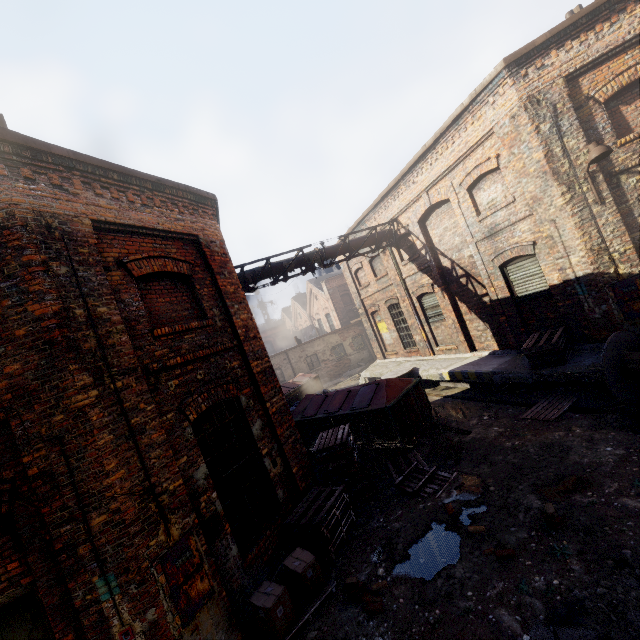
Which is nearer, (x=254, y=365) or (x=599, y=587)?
(x=599, y=587)

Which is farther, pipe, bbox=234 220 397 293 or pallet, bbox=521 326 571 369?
pipe, bbox=234 220 397 293

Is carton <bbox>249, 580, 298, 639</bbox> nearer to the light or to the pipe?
the pipe

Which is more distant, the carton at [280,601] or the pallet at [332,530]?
the pallet at [332,530]

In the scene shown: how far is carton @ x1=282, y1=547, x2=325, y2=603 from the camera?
4.9m

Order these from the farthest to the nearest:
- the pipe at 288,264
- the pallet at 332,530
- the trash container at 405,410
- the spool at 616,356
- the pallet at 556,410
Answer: the pipe at 288,264, the trash container at 405,410, the pallet at 556,410, the spool at 616,356, the pallet at 332,530

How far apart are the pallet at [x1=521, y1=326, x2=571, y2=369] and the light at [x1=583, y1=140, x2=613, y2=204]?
3.3m

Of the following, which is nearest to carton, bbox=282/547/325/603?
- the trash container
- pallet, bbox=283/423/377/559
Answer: pallet, bbox=283/423/377/559
